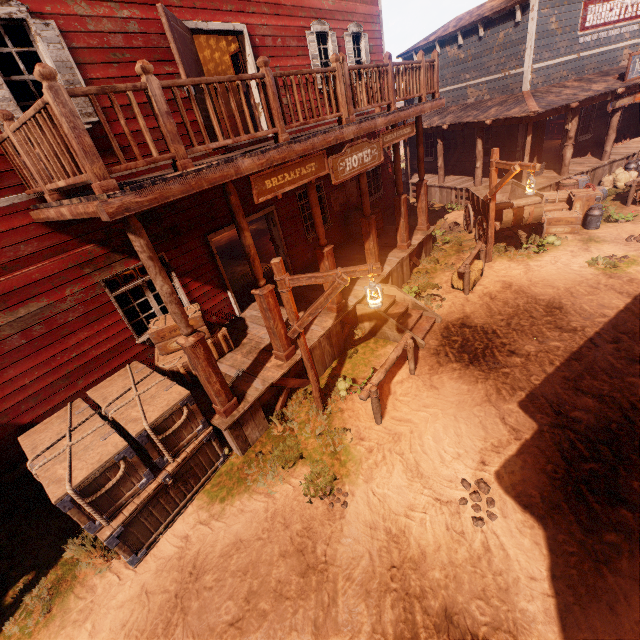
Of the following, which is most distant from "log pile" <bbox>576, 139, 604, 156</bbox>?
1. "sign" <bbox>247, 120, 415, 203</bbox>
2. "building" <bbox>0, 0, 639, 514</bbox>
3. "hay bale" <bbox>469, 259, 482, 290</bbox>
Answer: "sign" <bbox>247, 120, 415, 203</bbox>

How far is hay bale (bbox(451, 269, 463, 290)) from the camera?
9.27m

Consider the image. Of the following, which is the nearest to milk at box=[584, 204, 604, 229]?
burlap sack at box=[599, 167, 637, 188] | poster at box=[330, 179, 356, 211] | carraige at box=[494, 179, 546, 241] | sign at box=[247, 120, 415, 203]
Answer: carraige at box=[494, 179, 546, 241]

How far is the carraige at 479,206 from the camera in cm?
1084

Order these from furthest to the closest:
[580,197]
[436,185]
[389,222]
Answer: [436,185] < [389,222] < [580,197]

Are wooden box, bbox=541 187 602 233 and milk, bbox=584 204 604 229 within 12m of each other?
yes

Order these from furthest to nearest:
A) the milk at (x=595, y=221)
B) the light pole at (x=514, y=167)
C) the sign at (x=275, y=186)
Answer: the milk at (x=595, y=221), the light pole at (x=514, y=167), the sign at (x=275, y=186)

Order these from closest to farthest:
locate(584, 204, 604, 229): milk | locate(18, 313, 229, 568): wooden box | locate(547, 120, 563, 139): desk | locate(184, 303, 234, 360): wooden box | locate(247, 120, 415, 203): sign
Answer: locate(18, 313, 229, 568): wooden box → locate(247, 120, 415, 203): sign → locate(184, 303, 234, 360): wooden box → locate(584, 204, 604, 229): milk → locate(547, 120, 563, 139): desk
